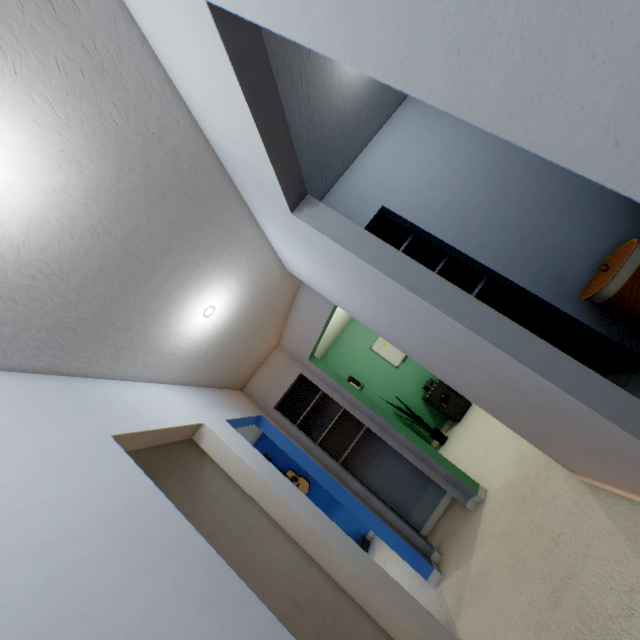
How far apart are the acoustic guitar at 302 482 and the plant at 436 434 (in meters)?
1.94

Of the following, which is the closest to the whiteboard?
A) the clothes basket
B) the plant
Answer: the plant

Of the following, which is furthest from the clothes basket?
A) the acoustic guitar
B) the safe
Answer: the acoustic guitar

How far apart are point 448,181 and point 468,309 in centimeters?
152cm

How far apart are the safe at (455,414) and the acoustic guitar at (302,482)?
2.48m

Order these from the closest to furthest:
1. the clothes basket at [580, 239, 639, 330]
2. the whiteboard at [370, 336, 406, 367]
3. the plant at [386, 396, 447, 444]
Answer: the clothes basket at [580, 239, 639, 330]
the plant at [386, 396, 447, 444]
the whiteboard at [370, 336, 406, 367]

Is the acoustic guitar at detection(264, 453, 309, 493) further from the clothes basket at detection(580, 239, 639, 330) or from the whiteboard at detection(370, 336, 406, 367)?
the clothes basket at detection(580, 239, 639, 330)

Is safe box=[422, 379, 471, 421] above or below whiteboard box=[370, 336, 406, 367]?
below
